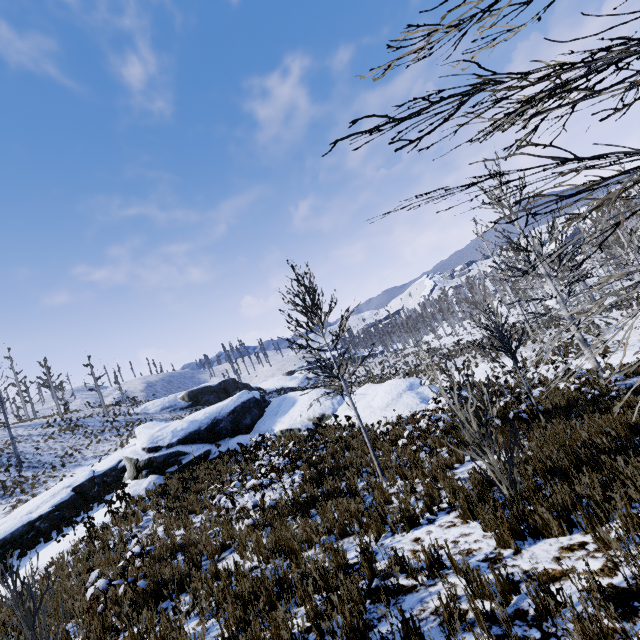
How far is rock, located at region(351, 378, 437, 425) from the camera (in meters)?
16.30

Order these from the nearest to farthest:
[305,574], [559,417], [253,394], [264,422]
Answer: [305,574]
[559,417]
[264,422]
[253,394]

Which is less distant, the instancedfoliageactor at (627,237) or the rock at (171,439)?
the instancedfoliageactor at (627,237)

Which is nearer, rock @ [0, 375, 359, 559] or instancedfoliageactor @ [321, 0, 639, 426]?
instancedfoliageactor @ [321, 0, 639, 426]

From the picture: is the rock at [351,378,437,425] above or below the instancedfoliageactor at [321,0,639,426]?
below

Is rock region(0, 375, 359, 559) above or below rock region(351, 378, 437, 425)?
above

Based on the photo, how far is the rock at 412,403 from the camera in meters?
16.3
